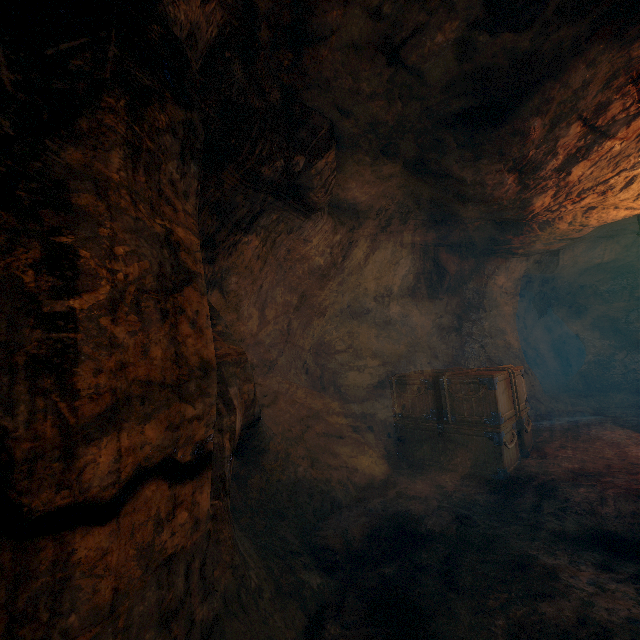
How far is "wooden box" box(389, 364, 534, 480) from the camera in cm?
549

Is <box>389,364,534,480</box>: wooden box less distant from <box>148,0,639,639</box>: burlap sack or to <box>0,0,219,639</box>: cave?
<box>148,0,639,639</box>: burlap sack

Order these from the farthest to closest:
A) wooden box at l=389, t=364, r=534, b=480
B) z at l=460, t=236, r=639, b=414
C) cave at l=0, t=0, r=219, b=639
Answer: z at l=460, t=236, r=639, b=414
wooden box at l=389, t=364, r=534, b=480
cave at l=0, t=0, r=219, b=639

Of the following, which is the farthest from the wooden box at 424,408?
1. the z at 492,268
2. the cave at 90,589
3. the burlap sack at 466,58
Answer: the cave at 90,589

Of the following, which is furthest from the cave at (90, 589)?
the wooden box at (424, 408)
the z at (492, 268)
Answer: the z at (492, 268)

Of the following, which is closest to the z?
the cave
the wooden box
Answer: the wooden box

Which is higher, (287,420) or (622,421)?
(287,420)

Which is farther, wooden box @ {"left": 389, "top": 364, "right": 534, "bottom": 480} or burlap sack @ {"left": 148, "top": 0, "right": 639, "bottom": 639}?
wooden box @ {"left": 389, "top": 364, "right": 534, "bottom": 480}
